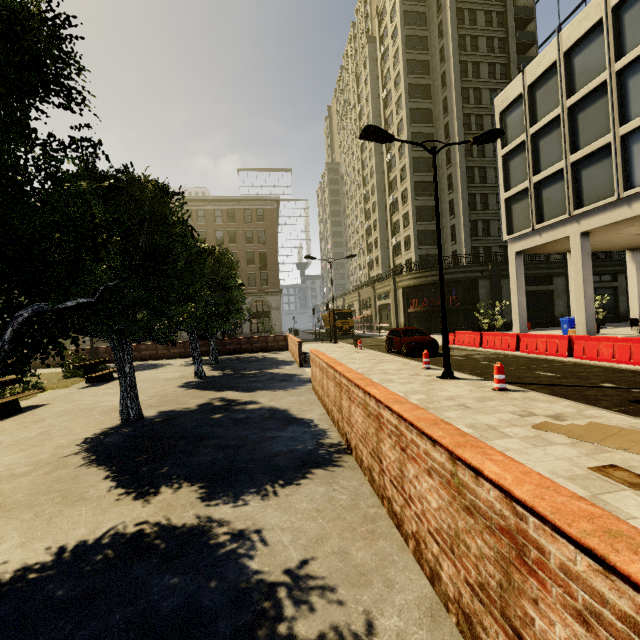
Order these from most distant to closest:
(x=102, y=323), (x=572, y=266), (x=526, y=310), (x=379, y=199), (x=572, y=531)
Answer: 1. (x=379, y=199)
2. (x=526, y=310)
3. (x=572, y=266)
4. (x=102, y=323)
5. (x=572, y=531)

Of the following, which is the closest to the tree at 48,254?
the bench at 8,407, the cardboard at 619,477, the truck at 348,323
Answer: the bench at 8,407

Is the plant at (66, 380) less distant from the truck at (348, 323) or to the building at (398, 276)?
the truck at (348, 323)

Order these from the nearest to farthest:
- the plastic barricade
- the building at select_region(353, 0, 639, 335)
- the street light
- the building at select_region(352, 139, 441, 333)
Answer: the plastic barricade, the street light, the building at select_region(353, 0, 639, 335), the building at select_region(352, 139, 441, 333)

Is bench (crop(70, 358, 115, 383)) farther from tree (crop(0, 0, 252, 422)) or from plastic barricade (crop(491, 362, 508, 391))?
plastic barricade (crop(491, 362, 508, 391))

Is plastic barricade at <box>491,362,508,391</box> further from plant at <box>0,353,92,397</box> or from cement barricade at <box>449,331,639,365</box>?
plant at <box>0,353,92,397</box>

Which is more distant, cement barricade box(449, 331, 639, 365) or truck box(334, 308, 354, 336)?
truck box(334, 308, 354, 336)

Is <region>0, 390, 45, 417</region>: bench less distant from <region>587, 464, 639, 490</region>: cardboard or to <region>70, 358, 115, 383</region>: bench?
<region>70, 358, 115, 383</region>: bench
